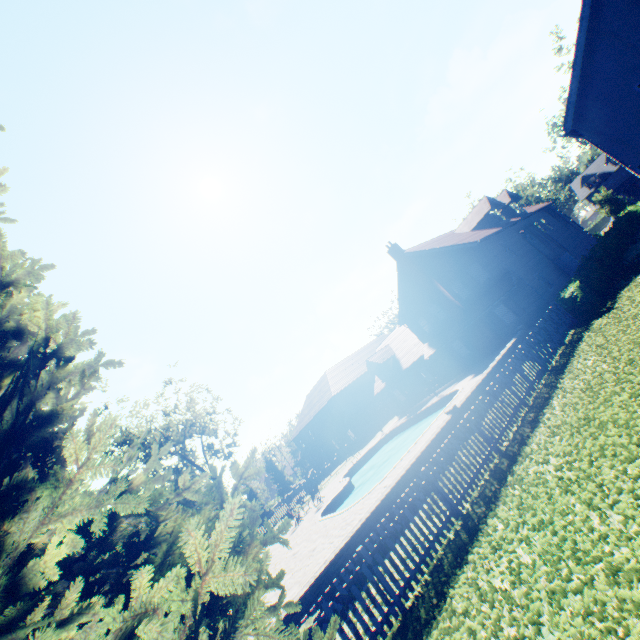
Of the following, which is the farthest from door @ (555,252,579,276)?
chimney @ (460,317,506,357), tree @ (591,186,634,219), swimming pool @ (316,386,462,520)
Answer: tree @ (591,186,634,219)

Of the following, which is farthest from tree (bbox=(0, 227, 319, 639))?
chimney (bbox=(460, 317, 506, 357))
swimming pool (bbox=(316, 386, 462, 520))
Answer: → chimney (bbox=(460, 317, 506, 357))

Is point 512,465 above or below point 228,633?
below

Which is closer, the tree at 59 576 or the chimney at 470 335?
the tree at 59 576

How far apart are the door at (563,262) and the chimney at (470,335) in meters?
8.1 m

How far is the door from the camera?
25.6m

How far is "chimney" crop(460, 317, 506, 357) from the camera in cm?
2472

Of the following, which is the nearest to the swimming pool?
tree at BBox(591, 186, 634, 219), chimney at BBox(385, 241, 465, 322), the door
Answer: chimney at BBox(385, 241, 465, 322)
